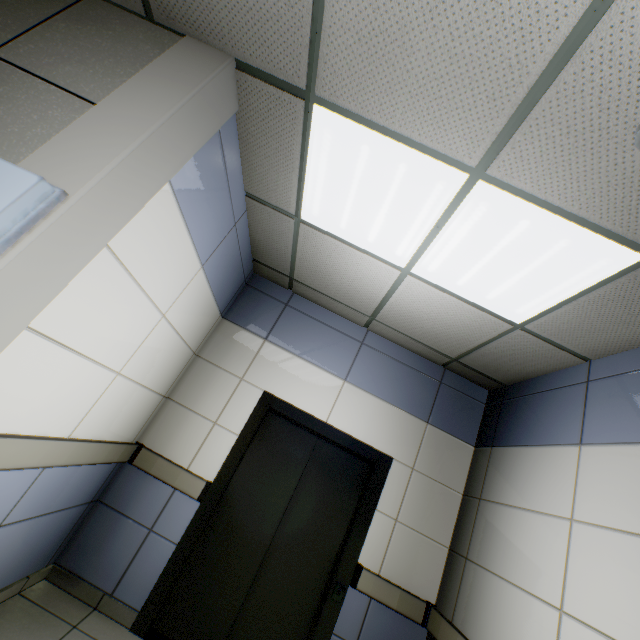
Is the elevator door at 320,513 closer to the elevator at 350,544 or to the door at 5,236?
the elevator at 350,544

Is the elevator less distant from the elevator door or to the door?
the elevator door

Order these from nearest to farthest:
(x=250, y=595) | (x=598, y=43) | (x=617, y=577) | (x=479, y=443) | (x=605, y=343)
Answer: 1. (x=598, y=43)
2. (x=617, y=577)
3. (x=605, y=343)
4. (x=250, y=595)
5. (x=479, y=443)

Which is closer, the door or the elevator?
the door

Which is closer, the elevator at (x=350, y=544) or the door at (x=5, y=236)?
the door at (x=5, y=236)

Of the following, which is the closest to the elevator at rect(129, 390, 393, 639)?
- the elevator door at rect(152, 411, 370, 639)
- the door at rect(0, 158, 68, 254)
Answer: the elevator door at rect(152, 411, 370, 639)
